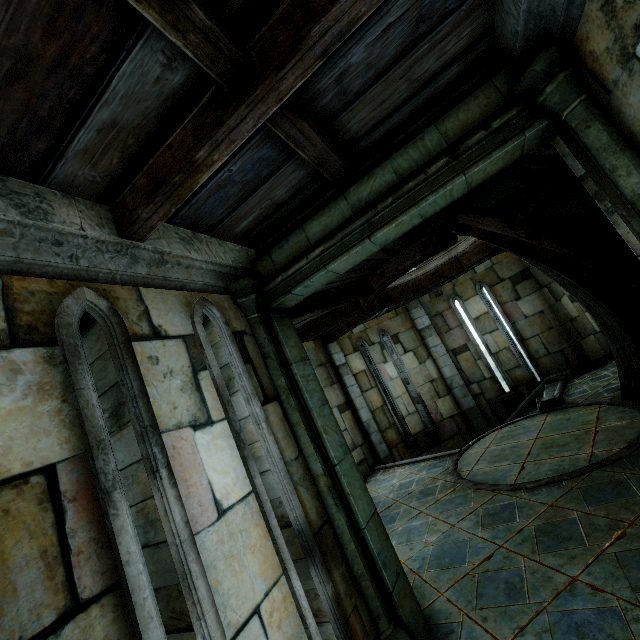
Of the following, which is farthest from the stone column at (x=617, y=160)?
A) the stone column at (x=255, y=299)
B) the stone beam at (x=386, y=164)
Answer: the stone column at (x=255, y=299)

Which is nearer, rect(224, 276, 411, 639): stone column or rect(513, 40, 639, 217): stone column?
rect(513, 40, 639, 217): stone column

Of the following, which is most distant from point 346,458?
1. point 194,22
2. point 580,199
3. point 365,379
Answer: point 365,379

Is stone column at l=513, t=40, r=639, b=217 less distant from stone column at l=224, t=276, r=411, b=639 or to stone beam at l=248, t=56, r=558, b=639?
stone beam at l=248, t=56, r=558, b=639

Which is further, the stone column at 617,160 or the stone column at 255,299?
the stone column at 255,299

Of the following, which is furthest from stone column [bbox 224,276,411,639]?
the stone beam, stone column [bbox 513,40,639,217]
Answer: stone column [bbox 513,40,639,217]
